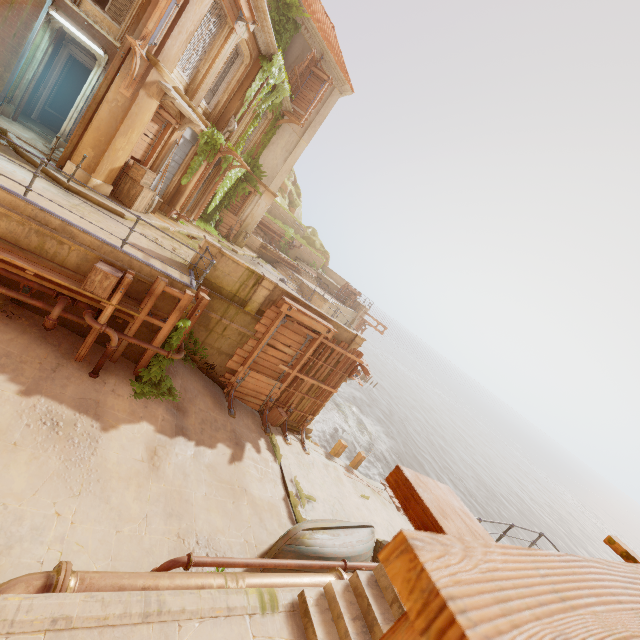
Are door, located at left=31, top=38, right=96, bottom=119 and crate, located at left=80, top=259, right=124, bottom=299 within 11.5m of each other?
yes

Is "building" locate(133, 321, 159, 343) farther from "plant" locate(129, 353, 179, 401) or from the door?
the door

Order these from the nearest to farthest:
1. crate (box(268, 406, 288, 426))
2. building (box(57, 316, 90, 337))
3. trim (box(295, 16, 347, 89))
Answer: building (box(57, 316, 90, 337)) < crate (box(268, 406, 288, 426)) < trim (box(295, 16, 347, 89))

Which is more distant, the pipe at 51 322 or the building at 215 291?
the building at 215 291

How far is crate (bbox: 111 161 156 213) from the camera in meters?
11.6 m

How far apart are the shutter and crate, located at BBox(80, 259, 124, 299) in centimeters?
767cm

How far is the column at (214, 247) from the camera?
10.46m

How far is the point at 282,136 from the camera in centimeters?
2080cm
